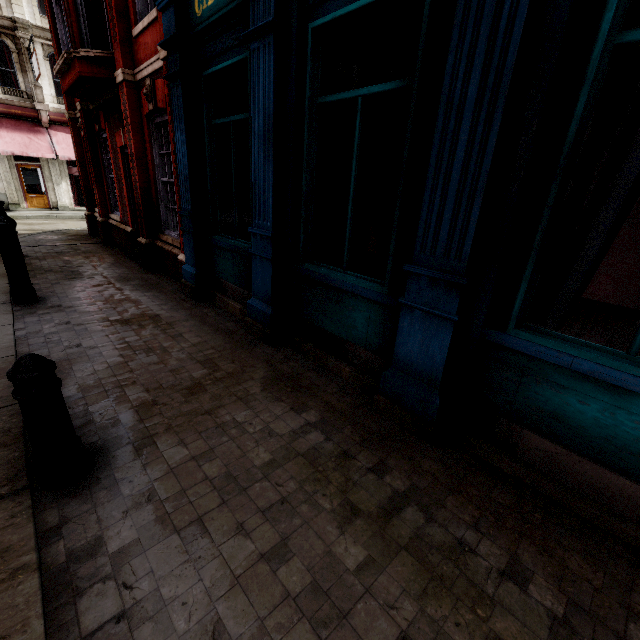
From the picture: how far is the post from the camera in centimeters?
198cm

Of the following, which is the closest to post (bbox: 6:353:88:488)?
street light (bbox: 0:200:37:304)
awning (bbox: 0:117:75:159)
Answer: street light (bbox: 0:200:37:304)

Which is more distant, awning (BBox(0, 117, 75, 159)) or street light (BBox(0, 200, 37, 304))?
awning (BBox(0, 117, 75, 159))

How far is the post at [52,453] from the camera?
2.0m

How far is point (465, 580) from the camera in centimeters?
183cm

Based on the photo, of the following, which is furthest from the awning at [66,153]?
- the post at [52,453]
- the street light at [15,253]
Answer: the post at [52,453]

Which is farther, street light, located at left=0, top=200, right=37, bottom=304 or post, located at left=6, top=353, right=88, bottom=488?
street light, located at left=0, top=200, right=37, bottom=304

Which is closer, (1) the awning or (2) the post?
(2) the post
